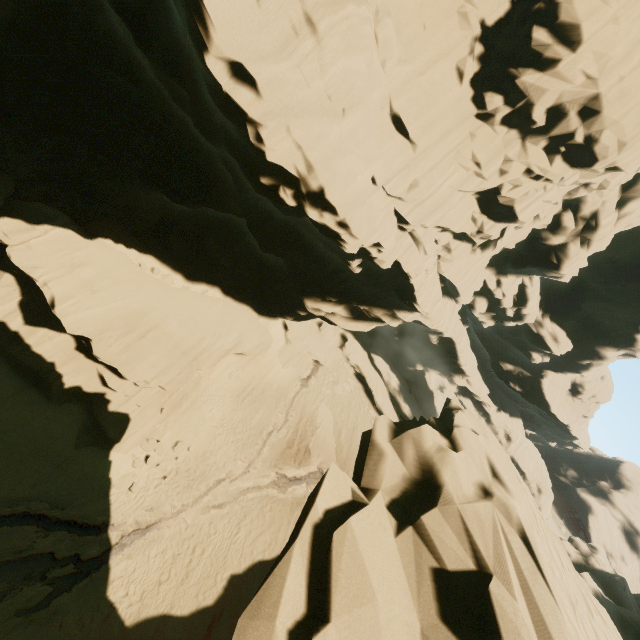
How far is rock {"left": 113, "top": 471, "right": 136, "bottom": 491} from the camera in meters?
16.7

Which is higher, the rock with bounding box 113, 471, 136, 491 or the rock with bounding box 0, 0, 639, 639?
the rock with bounding box 0, 0, 639, 639

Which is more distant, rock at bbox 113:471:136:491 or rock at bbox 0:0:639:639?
rock at bbox 113:471:136:491

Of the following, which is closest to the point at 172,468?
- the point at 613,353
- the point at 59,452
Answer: the point at 59,452

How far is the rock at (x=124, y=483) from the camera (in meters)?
16.71

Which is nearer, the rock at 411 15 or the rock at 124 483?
the rock at 411 15
